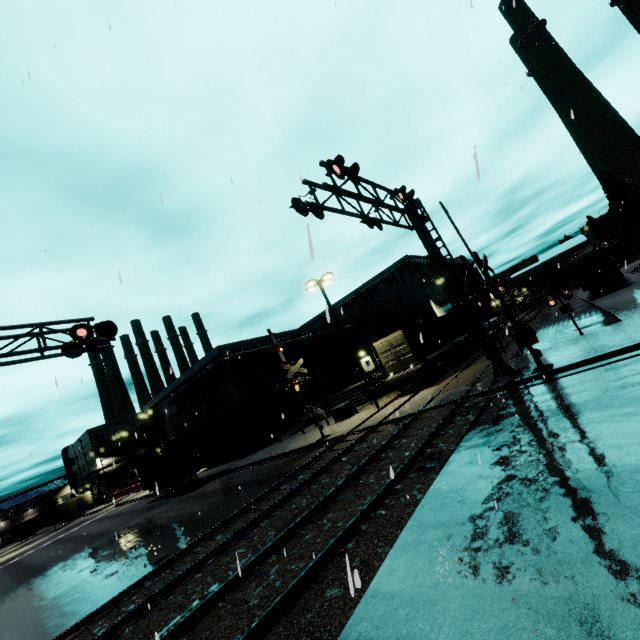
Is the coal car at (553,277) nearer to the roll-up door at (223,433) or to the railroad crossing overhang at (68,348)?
the railroad crossing overhang at (68,348)

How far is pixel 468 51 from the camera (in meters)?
11.95

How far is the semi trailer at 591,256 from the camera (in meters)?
25.39

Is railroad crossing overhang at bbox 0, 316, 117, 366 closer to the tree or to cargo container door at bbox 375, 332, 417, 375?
cargo container door at bbox 375, 332, 417, 375

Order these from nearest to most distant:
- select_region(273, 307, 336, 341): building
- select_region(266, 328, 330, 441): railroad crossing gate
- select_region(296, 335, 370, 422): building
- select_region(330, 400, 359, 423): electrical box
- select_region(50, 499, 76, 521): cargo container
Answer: select_region(266, 328, 330, 441): railroad crossing gate → select_region(330, 400, 359, 423): electrical box → select_region(296, 335, 370, 422): building → select_region(273, 307, 336, 341): building → select_region(50, 499, 76, 521): cargo container

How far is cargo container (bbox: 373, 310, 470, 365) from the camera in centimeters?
2212cm

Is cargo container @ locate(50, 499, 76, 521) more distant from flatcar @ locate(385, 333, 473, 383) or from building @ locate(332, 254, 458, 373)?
flatcar @ locate(385, 333, 473, 383)

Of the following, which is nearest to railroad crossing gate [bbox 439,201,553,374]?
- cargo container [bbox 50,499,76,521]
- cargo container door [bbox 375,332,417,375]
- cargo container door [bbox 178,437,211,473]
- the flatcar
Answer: cargo container door [bbox 375,332,417,375]
